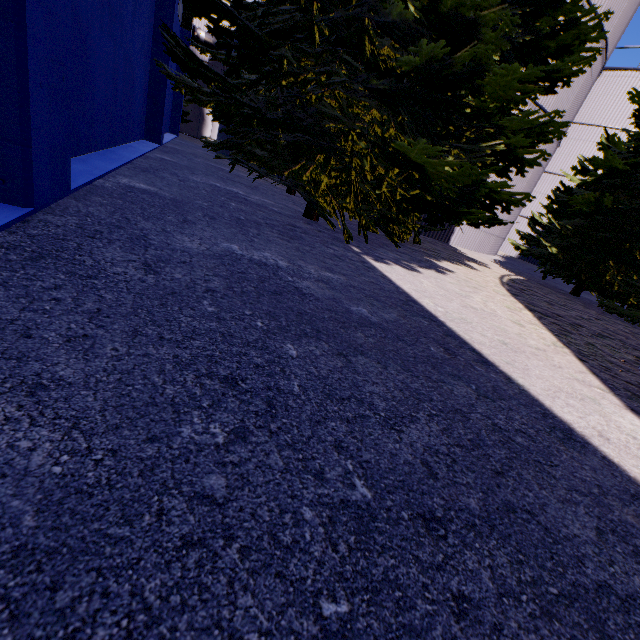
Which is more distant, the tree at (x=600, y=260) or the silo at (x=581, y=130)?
the silo at (x=581, y=130)

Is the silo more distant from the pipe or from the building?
the pipe

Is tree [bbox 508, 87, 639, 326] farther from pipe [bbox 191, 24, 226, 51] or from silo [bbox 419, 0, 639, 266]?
pipe [bbox 191, 24, 226, 51]

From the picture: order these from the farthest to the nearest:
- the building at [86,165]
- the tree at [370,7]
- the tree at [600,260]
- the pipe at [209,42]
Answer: the pipe at [209,42]
the tree at [600,260]
the tree at [370,7]
the building at [86,165]

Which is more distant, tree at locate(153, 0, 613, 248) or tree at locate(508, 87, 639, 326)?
tree at locate(508, 87, 639, 326)

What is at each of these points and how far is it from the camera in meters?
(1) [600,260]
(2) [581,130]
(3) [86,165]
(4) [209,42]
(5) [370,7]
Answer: (1) tree, 9.7
(2) silo, 20.9
(3) building, 4.6
(4) pipe, 21.8
(5) tree, 4.2

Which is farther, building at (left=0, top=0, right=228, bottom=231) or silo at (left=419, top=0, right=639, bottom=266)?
silo at (left=419, top=0, right=639, bottom=266)

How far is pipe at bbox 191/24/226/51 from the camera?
21.3m
